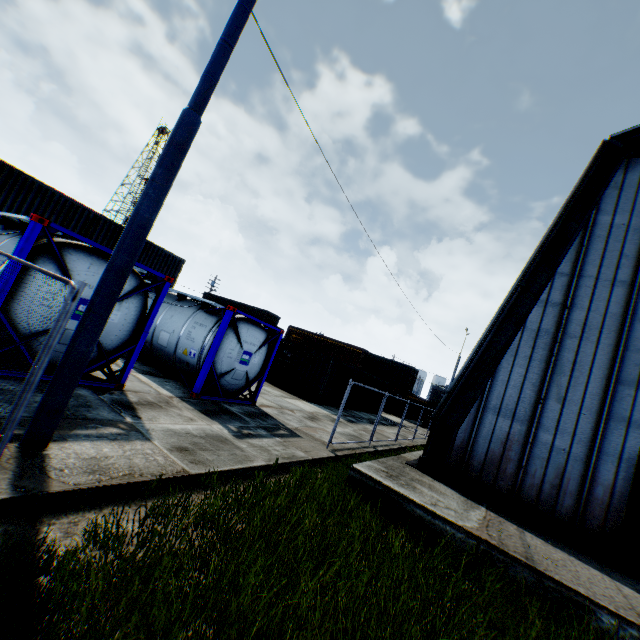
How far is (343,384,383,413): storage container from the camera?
23.47m

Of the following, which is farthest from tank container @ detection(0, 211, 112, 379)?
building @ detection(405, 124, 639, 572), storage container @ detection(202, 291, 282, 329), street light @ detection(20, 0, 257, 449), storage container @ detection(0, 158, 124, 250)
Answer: storage container @ detection(202, 291, 282, 329)

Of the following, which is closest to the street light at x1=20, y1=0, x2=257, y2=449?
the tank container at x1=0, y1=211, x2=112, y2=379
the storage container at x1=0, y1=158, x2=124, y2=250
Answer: the tank container at x1=0, y1=211, x2=112, y2=379

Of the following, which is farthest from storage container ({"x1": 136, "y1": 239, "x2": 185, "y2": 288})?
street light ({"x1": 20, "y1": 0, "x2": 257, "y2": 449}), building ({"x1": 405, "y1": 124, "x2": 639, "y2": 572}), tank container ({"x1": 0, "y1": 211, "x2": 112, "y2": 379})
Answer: building ({"x1": 405, "y1": 124, "x2": 639, "y2": 572})

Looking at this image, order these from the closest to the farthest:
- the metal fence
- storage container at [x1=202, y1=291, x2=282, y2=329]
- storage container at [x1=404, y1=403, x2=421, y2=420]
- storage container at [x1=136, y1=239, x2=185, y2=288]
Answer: the metal fence → storage container at [x1=136, y1=239, x2=185, y2=288] → storage container at [x1=404, y1=403, x2=421, y2=420] → storage container at [x1=202, y1=291, x2=282, y2=329]

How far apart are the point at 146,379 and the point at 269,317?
28.5m

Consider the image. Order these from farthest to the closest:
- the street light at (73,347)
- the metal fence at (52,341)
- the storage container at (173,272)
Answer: the storage container at (173,272) → the street light at (73,347) → the metal fence at (52,341)

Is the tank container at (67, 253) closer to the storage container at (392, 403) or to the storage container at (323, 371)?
the storage container at (323, 371)
